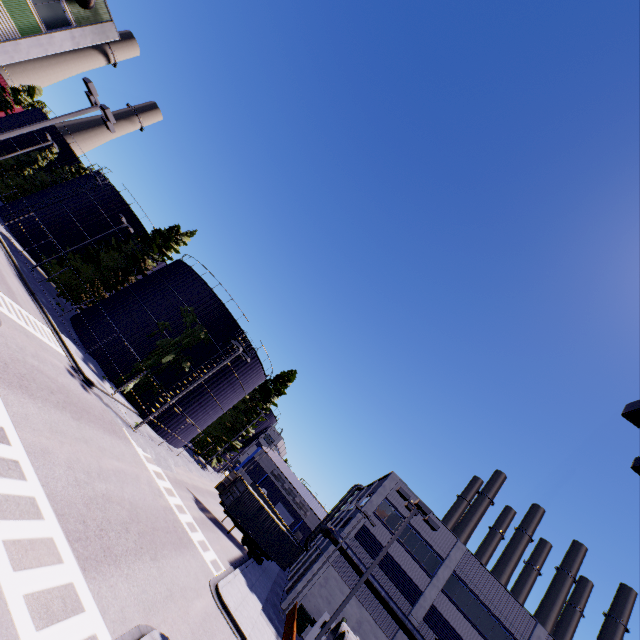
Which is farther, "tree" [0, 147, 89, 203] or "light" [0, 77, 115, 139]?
"tree" [0, 147, 89, 203]

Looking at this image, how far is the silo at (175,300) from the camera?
29.5 meters

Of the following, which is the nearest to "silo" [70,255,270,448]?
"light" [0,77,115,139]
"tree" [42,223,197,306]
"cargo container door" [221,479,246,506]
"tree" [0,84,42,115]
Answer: "tree" [42,223,197,306]

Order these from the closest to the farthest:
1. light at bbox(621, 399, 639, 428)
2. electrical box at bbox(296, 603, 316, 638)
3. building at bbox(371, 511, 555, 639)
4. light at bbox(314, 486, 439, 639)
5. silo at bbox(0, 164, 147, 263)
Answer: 1. light at bbox(621, 399, 639, 428)
2. light at bbox(314, 486, 439, 639)
3. electrical box at bbox(296, 603, 316, 638)
4. building at bbox(371, 511, 555, 639)
5. silo at bbox(0, 164, 147, 263)

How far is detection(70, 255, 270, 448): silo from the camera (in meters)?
29.53

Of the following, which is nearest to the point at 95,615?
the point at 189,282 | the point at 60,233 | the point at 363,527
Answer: the point at 363,527

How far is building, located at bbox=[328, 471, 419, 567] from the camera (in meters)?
29.68

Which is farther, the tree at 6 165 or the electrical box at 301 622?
the tree at 6 165
